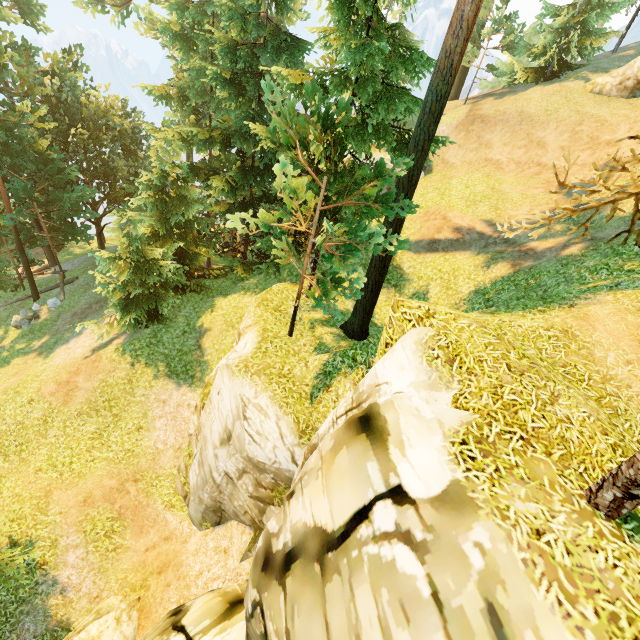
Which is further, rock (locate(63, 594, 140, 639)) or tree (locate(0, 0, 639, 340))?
rock (locate(63, 594, 140, 639))

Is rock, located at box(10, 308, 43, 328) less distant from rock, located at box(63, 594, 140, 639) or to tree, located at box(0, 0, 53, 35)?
tree, located at box(0, 0, 53, 35)

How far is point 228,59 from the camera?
14.9m

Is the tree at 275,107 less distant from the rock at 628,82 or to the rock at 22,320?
the rock at 22,320

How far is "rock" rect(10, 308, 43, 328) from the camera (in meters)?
22.25

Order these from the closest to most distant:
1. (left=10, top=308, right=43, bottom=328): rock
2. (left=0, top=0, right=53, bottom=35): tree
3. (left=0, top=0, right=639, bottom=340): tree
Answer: (left=0, top=0, right=639, bottom=340): tree, (left=0, top=0, right=53, bottom=35): tree, (left=10, top=308, right=43, bottom=328): rock

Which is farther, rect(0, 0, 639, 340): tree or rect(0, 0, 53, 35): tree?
rect(0, 0, 53, 35): tree

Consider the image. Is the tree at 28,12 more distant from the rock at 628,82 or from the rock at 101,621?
the rock at 628,82
